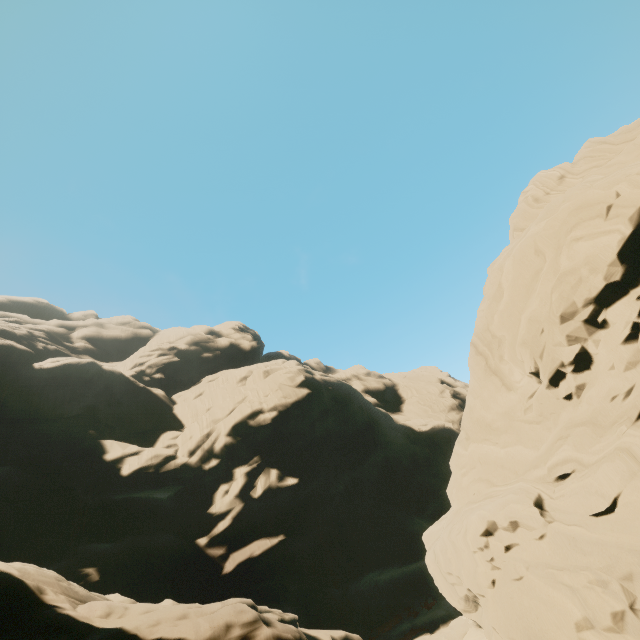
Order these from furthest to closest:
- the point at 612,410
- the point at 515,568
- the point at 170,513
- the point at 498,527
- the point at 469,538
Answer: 1. the point at 170,513
2. the point at 469,538
3. the point at 498,527
4. the point at 612,410
5. the point at 515,568
